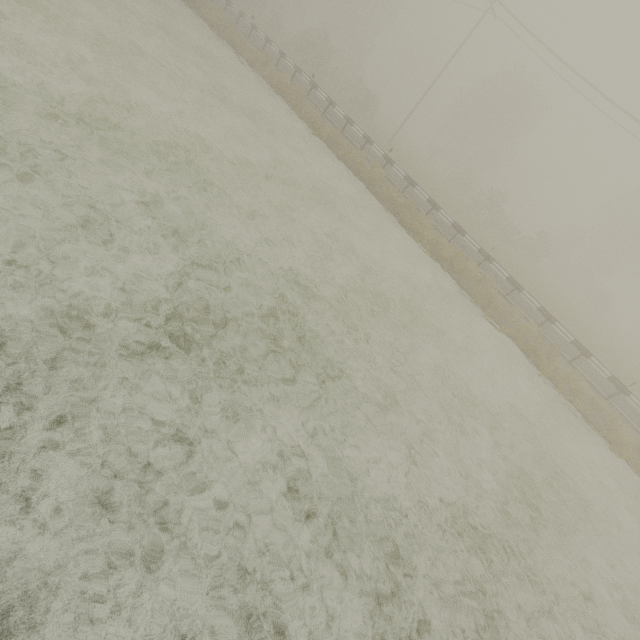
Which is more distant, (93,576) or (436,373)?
(436,373)
